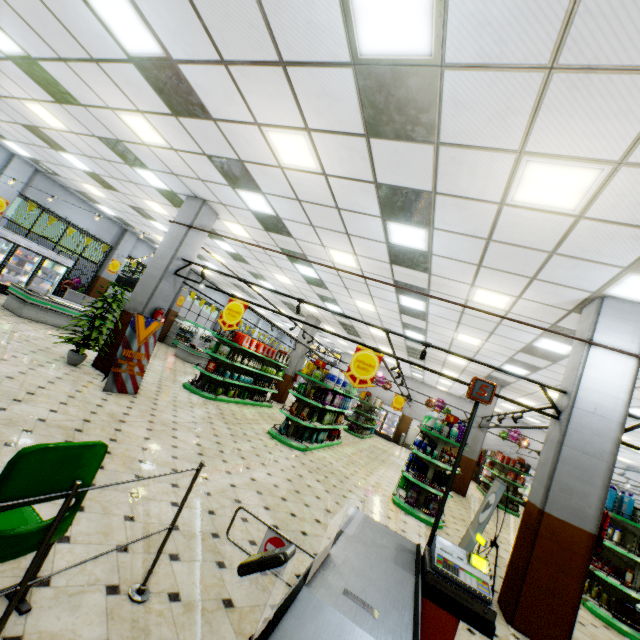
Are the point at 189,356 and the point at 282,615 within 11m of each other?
no

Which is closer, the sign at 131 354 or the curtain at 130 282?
the sign at 131 354

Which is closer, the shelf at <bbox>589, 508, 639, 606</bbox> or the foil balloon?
the shelf at <bbox>589, 508, 639, 606</bbox>

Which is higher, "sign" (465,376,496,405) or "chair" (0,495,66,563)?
"sign" (465,376,496,405)

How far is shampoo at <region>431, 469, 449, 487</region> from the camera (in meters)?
7.94

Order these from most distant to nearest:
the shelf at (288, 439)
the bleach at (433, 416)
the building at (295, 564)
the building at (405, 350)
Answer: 1. the building at (405, 350)
2. the shelf at (288, 439)
3. the bleach at (433, 416)
4. the building at (295, 564)

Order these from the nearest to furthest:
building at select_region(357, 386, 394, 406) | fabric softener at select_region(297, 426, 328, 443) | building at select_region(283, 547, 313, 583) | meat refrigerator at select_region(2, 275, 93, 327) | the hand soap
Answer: building at select_region(283, 547, 313, 583), the hand soap, fabric softener at select_region(297, 426, 328, 443), meat refrigerator at select_region(2, 275, 93, 327), building at select_region(357, 386, 394, 406)

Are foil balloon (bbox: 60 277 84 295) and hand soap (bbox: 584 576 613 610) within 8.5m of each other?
no
